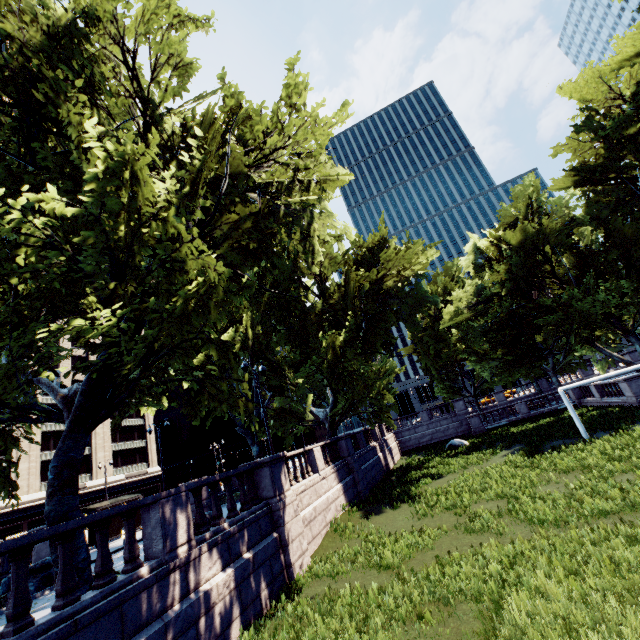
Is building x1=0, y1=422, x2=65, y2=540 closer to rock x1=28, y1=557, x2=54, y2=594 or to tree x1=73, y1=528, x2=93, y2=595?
tree x1=73, y1=528, x2=93, y2=595

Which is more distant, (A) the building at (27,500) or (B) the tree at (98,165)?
(A) the building at (27,500)

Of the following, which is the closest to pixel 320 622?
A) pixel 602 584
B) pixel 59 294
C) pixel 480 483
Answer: pixel 602 584

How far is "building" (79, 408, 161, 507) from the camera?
47.0m

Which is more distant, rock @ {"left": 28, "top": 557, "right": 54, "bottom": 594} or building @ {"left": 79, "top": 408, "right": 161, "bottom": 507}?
building @ {"left": 79, "top": 408, "right": 161, "bottom": 507}

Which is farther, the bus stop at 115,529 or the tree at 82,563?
the bus stop at 115,529

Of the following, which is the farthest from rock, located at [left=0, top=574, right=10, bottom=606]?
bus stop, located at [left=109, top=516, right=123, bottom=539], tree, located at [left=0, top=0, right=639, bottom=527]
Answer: bus stop, located at [left=109, top=516, right=123, bottom=539]

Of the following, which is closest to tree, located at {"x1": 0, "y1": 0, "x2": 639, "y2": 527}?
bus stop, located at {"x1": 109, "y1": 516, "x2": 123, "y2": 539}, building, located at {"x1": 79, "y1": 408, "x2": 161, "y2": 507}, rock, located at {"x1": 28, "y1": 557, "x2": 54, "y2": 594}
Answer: rock, located at {"x1": 28, "y1": 557, "x2": 54, "y2": 594}
